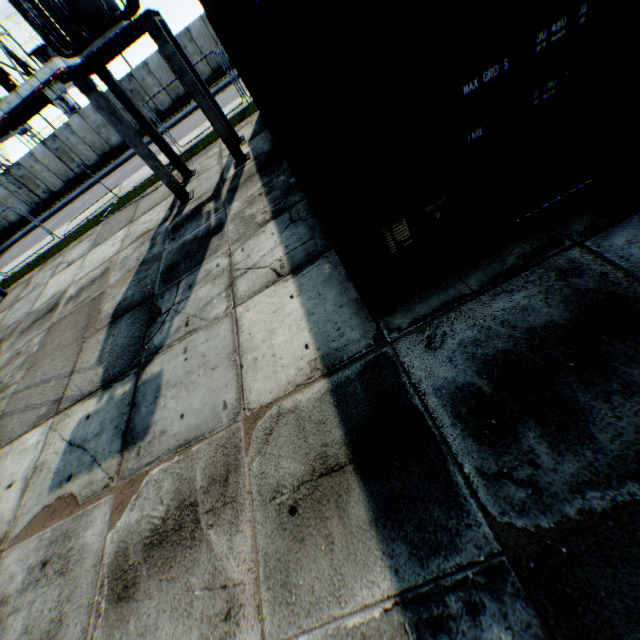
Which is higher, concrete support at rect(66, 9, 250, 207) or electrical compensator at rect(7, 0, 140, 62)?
electrical compensator at rect(7, 0, 140, 62)

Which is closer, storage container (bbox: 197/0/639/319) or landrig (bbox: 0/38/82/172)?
storage container (bbox: 197/0/639/319)

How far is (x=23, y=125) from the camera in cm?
3584

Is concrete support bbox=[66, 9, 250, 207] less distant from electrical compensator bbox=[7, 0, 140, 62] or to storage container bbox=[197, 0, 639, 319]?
electrical compensator bbox=[7, 0, 140, 62]

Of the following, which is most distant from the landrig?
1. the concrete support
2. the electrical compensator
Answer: the electrical compensator

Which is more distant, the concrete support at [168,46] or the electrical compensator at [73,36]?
the concrete support at [168,46]

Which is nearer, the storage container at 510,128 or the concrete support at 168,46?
the storage container at 510,128
